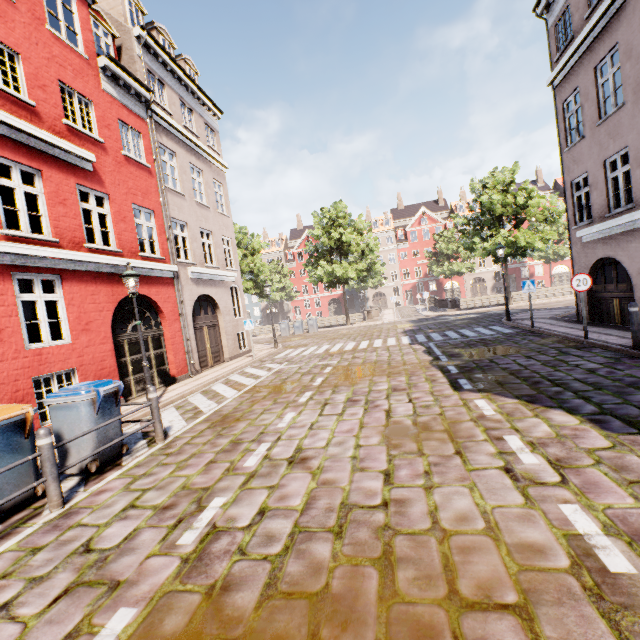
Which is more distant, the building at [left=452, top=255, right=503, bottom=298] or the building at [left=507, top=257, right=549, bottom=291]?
the building at [left=452, top=255, right=503, bottom=298]

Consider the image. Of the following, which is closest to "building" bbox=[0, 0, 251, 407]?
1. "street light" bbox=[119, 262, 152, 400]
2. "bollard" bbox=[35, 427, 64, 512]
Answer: "street light" bbox=[119, 262, 152, 400]

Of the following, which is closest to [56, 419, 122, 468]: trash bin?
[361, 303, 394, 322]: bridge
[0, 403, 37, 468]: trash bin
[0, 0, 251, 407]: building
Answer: [0, 403, 37, 468]: trash bin

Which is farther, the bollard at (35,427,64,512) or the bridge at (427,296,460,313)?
the bridge at (427,296,460,313)

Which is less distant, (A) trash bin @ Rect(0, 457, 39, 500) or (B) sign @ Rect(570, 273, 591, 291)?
(A) trash bin @ Rect(0, 457, 39, 500)

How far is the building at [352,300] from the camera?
56.6 meters

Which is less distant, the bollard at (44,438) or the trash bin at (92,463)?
the bollard at (44,438)

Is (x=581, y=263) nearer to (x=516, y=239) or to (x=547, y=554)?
(x=516, y=239)
